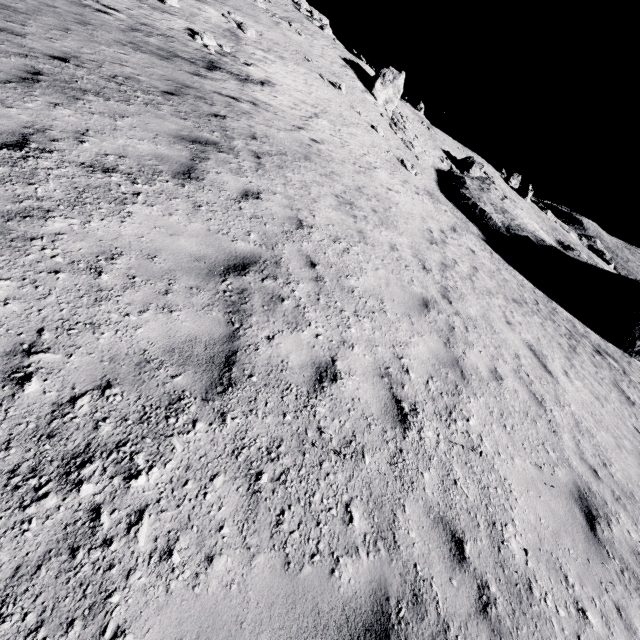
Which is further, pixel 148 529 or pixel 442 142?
pixel 442 142

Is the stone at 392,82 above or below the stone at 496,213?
above

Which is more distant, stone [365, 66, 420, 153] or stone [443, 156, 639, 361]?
stone [365, 66, 420, 153]

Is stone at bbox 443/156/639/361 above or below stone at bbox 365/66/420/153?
below

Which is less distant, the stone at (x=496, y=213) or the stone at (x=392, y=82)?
the stone at (x=496, y=213)

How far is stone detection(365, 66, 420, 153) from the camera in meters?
29.6 m
